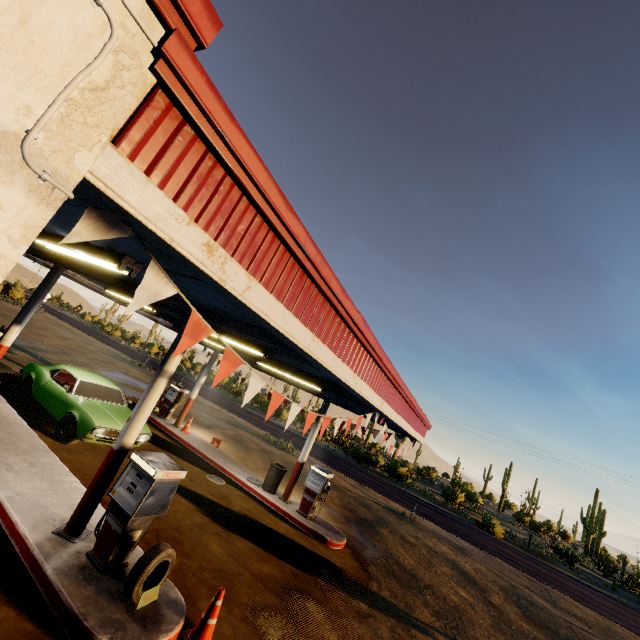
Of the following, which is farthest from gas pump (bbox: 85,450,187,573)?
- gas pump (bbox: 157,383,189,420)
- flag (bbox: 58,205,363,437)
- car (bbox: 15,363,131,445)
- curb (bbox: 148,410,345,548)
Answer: gas pump (bbox: 157,383,189,420)

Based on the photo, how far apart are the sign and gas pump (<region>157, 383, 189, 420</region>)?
11.1m

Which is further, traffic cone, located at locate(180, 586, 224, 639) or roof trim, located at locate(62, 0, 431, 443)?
traffic cone, located at locate(180, 586, 224, 639)

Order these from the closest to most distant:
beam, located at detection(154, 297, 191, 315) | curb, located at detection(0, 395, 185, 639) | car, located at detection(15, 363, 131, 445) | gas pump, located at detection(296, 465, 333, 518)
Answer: curb, located at detection(0, 395, 185, 639)
beam, located at detection(154, 297, 191, 315)
car, located at detection(15, 363, 131, 445)
gas pump, located at detection(296, 465, 333, 518)

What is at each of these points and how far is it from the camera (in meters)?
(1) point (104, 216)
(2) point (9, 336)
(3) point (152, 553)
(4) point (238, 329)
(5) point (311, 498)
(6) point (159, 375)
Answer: (1) flag, 1.80
(2) metal pillar, 8.60
(3) tire, 4.39
(4) beam, 5.49
(5) gas pump, 10.71
(6) metal pillar, 5.61

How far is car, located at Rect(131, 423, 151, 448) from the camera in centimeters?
930cm

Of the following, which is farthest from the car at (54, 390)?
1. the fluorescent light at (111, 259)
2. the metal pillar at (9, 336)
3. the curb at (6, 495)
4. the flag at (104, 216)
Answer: the flag at (104, 216)

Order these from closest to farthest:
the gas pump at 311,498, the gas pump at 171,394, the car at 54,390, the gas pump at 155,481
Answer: the gas pump at 155,481 → the car at 54,390 → the gas pump at 311,498 → the gas pump at 171,394
